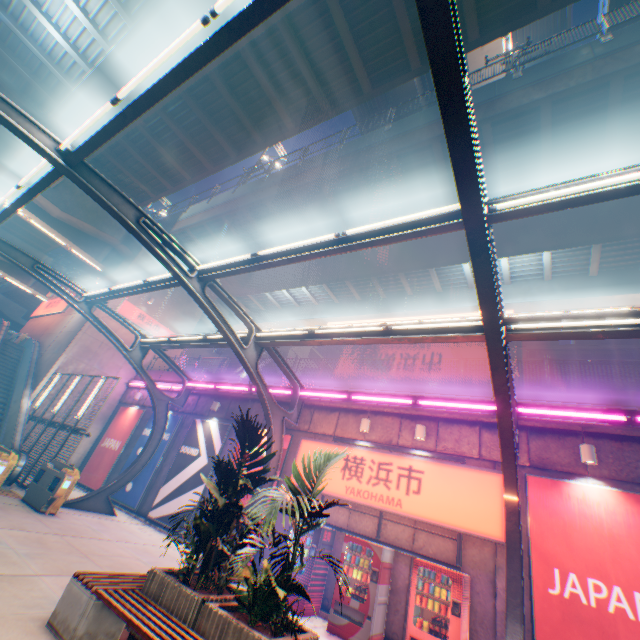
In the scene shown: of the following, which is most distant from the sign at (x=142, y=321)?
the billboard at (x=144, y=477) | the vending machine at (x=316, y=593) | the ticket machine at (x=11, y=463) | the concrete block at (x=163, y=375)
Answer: the vending machine at (x=316, y=593)

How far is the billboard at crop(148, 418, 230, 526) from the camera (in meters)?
13.25

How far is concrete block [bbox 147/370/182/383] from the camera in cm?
1883

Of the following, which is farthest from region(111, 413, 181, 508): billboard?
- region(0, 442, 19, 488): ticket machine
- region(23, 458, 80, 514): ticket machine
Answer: region(0, 442, 19, 488): ticket machine

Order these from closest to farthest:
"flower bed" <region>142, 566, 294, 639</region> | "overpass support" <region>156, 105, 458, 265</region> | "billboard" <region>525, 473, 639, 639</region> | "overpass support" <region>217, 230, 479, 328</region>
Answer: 1. "flower bed" <region>142, 566, 294, 639</region>
2. "billboard" <region>525, 473, 639, 639</region>
3. "overpass support" <region>156, 105, 458, 265</region>
4. "overpass support" <region>217, 230, 479, 328</region>

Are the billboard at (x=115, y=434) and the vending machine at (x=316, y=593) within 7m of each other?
no

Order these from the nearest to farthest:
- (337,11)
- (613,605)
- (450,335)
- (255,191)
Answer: (613,605) → (450,335) → (337,11) → (255,191)

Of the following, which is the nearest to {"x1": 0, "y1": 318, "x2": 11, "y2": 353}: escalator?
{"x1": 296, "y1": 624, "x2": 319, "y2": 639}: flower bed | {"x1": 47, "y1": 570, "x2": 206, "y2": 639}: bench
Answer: {"x1": 47, "y1": 570, "x2": 206, "y2": 639}: bench
